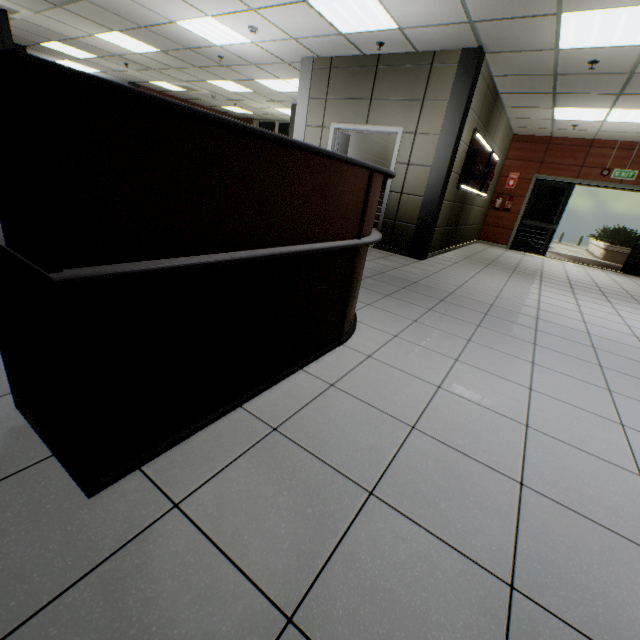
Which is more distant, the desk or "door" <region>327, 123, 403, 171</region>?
"door" <region>327, 123, 403, 171</region>

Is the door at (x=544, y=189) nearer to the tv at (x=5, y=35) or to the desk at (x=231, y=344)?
the desk at (x=231, y=344)

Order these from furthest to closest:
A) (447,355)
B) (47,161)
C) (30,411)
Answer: (447,355), (30,411), (47,161)

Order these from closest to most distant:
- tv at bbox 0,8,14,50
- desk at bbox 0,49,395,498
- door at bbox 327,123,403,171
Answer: desk at bbox 0,49,395,498 → tv at bbox 0,8,14,50 → door at bbox 327,123,403,171

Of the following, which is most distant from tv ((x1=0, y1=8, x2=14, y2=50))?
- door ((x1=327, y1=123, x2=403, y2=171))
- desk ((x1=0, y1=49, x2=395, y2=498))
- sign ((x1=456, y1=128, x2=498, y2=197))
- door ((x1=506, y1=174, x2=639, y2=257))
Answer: door ((x1=506, y1=174, x2=639, y2=257))

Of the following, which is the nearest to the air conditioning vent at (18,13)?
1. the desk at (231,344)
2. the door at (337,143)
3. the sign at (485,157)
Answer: the desk at (231,344)

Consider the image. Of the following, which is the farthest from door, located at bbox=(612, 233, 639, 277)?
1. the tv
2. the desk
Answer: the tv

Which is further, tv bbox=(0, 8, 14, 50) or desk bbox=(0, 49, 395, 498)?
tv bbox=(0, 8, 14, 50)
